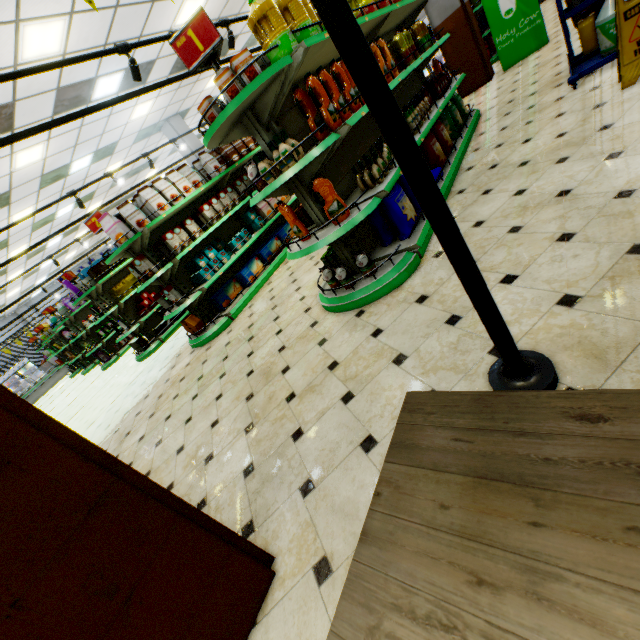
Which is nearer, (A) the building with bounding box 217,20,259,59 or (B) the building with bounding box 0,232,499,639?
(B) the building with bounding box 0,232,499,639

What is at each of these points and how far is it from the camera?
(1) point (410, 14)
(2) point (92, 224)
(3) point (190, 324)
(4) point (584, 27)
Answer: (1) shelf, 4.93m
(2) sign, 4.80m
(3) decorative cookie box, 5.42m
(4) liquid laundry detergent, 3.89m

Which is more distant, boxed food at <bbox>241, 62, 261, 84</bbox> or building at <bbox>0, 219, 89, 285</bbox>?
building at <bbox>0, 219, 89, 285</bbox>

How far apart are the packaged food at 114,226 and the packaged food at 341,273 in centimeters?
347cm

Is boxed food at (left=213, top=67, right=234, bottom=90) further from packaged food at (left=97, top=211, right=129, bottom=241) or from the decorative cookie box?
the decorative cookie box

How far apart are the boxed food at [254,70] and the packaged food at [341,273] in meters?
1.6

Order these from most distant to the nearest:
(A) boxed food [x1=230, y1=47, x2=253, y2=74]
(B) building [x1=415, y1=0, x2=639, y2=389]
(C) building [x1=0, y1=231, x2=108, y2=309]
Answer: (C) building [x1=0, y1=231, x2=108, y2=309]
(A) boxed food [x1=230, y1=47, x2=253, y2=74]
(B) building [x1=415, y1=0, x2=639, y2=389]

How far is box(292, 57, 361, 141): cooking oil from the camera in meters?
2.5
